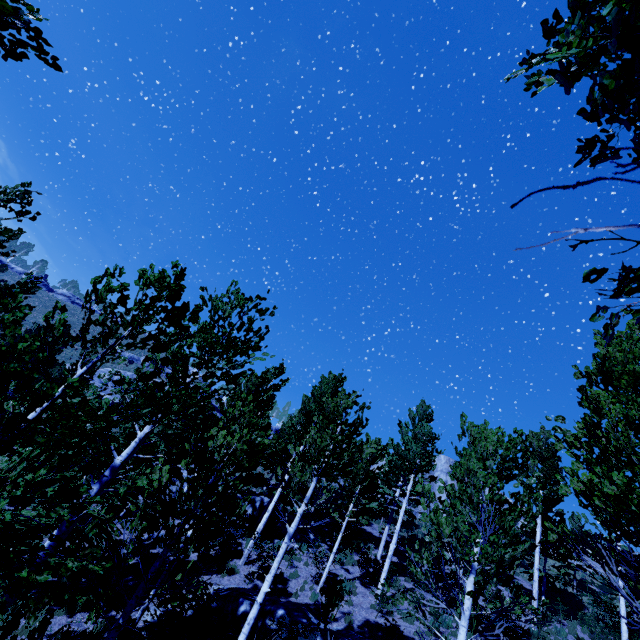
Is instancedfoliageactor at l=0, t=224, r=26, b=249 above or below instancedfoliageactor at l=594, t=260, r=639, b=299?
above

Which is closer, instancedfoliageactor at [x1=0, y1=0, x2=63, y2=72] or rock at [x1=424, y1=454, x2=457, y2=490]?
instancedfoliageactor at [x1=0, y1=0, x2=63, y2=72]

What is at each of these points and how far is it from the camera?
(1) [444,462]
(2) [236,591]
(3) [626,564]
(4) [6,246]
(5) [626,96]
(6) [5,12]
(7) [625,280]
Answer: (1) rock, 36.19m
(2) rock, 11.75m
(3) instancedfoliageactor, 4.50m
(4) instancedfoliageactor, 12.23m
(5) instancedfoliageactor, 1.19m
(6) instancedfoliageactor, 2.37m
(7) instancedfoliageactor, 1.30m

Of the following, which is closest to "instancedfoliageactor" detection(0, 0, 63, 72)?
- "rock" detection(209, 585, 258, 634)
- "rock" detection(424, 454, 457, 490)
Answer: "rock" detection(209, 585, 258, 634)

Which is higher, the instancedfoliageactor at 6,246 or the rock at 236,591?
the instancedfoliageactor at 6,246

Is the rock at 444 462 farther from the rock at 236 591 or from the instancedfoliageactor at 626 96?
the rock at 236 591

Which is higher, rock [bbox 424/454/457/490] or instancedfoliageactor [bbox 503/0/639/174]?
rock [bbox 424/454/457/490]
